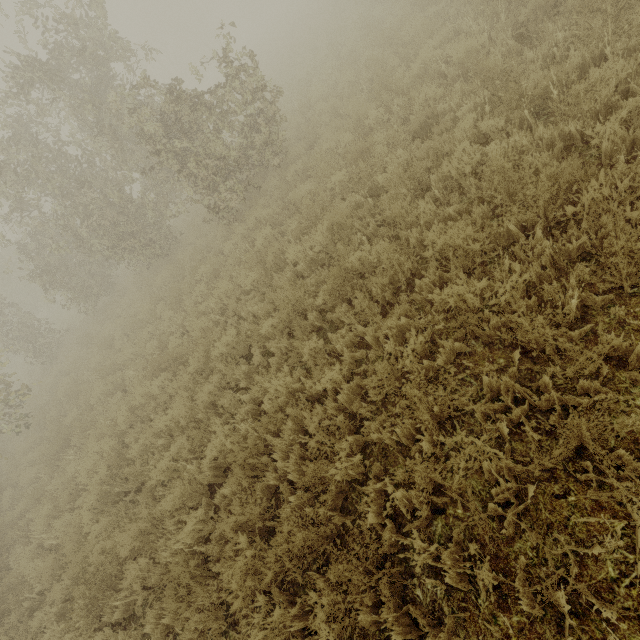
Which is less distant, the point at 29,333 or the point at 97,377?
the point at 97,377

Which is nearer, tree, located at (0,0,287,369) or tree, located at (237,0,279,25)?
tree, located at (0,0,287,369)

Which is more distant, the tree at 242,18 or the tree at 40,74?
the tree at 242,18
